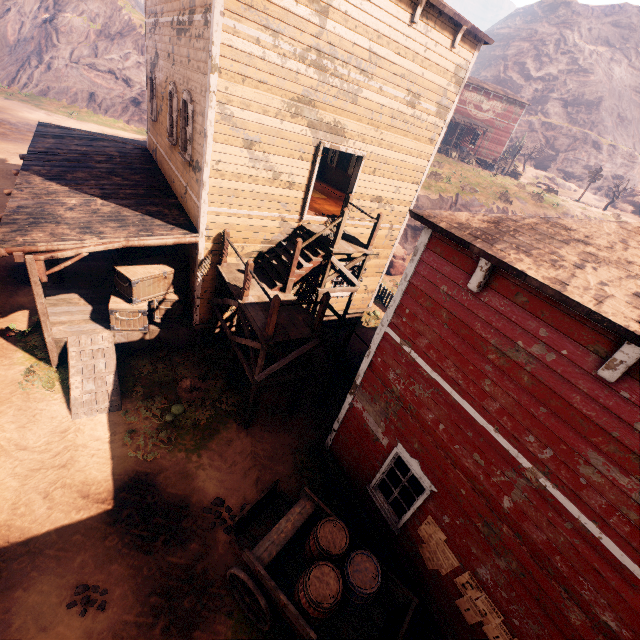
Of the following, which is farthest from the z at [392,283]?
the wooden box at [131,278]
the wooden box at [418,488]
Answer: the wooden box at [418,488]

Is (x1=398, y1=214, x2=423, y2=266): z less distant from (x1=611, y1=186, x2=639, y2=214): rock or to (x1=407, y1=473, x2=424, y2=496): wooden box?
(x1=407, y1=473, x2=424, y2=496): wooden box

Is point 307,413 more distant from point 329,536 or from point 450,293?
point 450,293

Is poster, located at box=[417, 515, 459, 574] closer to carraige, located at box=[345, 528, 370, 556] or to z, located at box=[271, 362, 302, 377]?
carraige, located at box=[345, 528, 370, 556]

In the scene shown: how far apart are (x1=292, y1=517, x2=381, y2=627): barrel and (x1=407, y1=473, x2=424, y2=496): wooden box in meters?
1.2 m

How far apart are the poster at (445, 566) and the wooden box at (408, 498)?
0.5 meters

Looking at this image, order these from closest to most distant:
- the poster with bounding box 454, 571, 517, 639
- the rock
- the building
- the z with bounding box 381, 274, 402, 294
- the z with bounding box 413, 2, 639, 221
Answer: the building → the poster with bounding box 454, 571, 517, 639 → the z with bounding box 381, 274, 402, 294 → the z with bounding box 413, 2, 639, 221 → the rock
